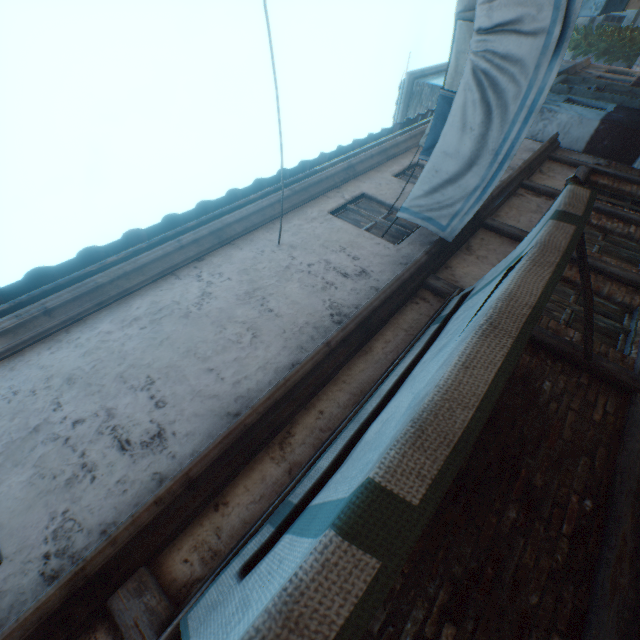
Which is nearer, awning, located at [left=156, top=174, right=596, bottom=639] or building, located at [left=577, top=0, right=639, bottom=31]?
awning, located at [left=156, top=174, right=596, bottom=639]

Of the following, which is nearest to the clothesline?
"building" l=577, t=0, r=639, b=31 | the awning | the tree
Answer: "building" l=577, t=0, r=639, b=31

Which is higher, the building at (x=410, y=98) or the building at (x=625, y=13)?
the building at (x=410, y=98)

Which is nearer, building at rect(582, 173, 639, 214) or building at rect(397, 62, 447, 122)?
building at rect(582, 173, 639, 214)

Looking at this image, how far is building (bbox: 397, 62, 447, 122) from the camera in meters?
12.1 m

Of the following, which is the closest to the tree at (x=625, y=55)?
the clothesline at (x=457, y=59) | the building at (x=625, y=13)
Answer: the building at (x=625, y=13)

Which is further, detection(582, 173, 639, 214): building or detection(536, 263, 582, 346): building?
detection(582, 173, 639, 214): building

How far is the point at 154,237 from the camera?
4.0m
